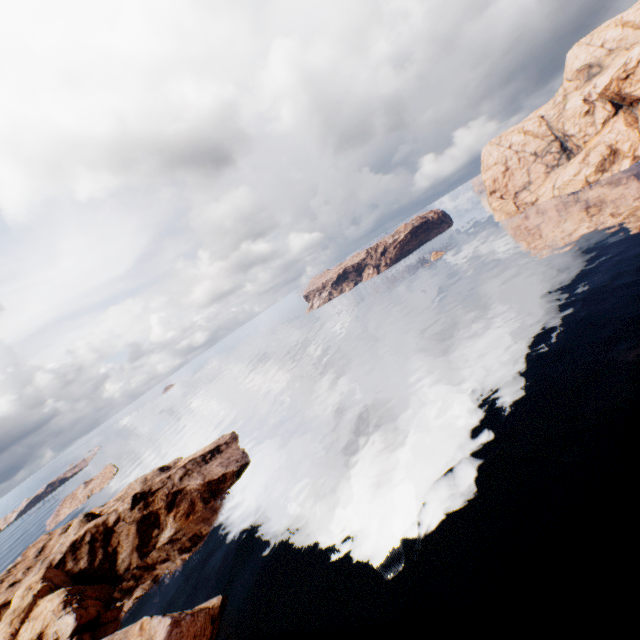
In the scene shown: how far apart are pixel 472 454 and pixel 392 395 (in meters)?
21.87
